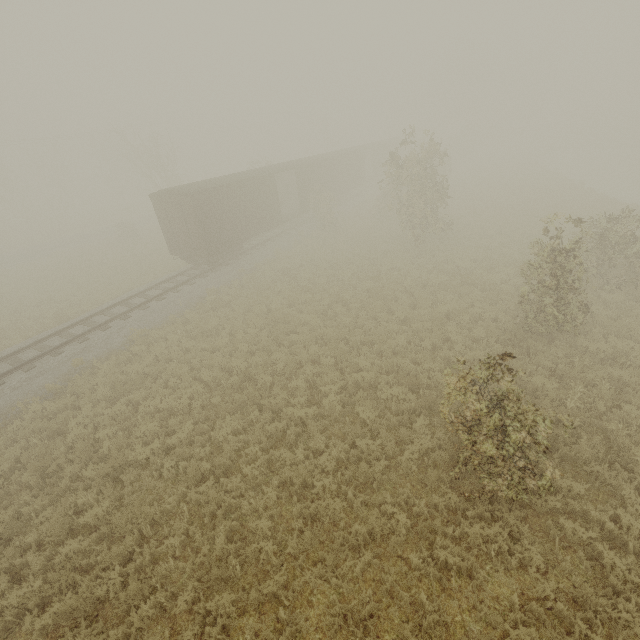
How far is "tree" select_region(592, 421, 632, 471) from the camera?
7.0m

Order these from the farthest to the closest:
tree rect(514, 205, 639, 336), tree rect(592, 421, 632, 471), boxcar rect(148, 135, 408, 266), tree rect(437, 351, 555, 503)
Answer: boxcar rect(148, 135, 408, 266), tree rect(514, 205, 639, 336), tree rect(592, 421, 632, 471), tree rect(437, 351, 555, 503)

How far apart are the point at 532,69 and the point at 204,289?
76.8m

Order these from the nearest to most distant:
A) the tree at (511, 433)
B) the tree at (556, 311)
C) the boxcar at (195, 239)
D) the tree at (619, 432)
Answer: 1. the tree at (511, 433)
2. the tree at (619, 432)
3. the tree at (556, 311)
4. the boxcar at (195, 239)

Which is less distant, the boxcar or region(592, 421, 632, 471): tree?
region(592, 421, 632, 471): tree

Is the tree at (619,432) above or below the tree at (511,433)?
below

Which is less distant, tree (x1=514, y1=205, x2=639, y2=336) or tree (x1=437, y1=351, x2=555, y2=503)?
tree (x1=437, y1=351, x2=555, y2=503)
